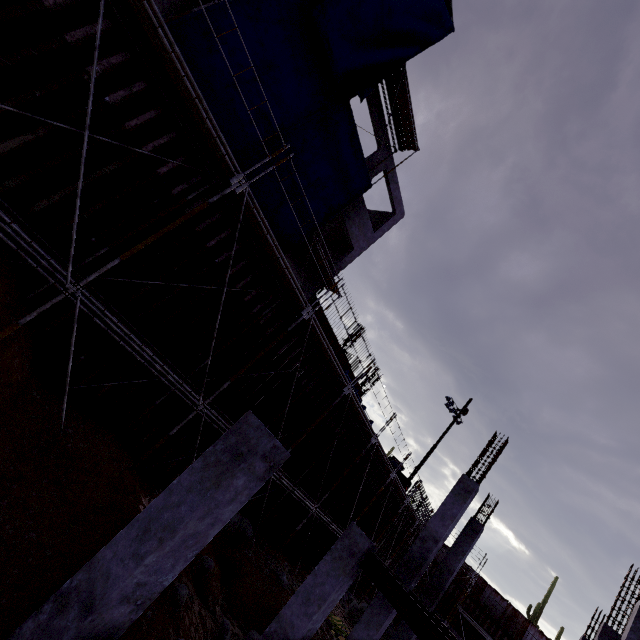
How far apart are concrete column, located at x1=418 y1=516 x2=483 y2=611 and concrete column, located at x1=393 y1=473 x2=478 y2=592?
4.3 meters

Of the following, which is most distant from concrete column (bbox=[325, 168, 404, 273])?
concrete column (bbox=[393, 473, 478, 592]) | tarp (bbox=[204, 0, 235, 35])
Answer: concrete column (bbox=[393, 473, 478, 592])

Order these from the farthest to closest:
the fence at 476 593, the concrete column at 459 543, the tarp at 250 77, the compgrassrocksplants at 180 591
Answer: the fence at 476 593 → the concrete column at 459 543 → the tarp at 250 77 → the compgrassrocksplants at 180 591

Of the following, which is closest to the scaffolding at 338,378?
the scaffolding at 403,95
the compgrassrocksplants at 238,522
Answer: the compgrassrocksplants at 238,522

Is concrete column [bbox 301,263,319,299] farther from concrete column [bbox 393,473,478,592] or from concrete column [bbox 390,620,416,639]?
concrete column [bbox 390,620,416,639]

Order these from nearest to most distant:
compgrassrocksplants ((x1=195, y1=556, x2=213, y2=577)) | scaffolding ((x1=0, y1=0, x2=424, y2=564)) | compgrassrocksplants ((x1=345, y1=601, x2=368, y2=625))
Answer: scaffolding ((x1=0, y1=0, x2=424, y2=564)) → compgrassrocksplants ((x1=195, y1=556, x2=213, y2=577)) → compgrassrocksplants ((x1=345, y1=601, x2=368, y2=625))

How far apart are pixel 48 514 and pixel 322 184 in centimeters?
1352cm

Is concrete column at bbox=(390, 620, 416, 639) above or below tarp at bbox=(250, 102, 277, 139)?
below
